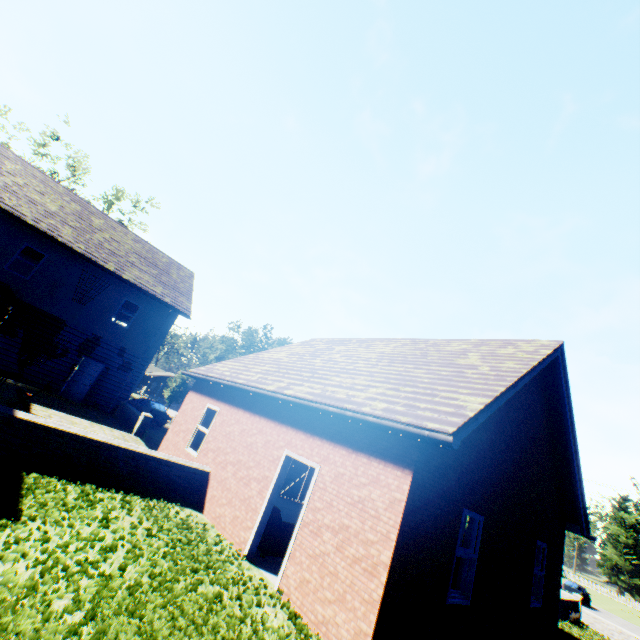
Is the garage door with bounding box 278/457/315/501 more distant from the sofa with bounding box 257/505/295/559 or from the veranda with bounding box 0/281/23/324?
the veranda with bounding box 0/281/23/324

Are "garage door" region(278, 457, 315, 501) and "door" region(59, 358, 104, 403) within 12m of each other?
yes

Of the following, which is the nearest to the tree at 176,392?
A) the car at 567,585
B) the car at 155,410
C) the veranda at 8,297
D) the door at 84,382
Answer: the car at 155,410

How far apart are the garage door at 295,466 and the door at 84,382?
11.3 meters

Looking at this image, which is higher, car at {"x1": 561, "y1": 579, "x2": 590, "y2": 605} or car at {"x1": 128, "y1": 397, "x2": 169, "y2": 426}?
car at {"x1": 128, "y1": 397, "x2": 169, "y2": 426}

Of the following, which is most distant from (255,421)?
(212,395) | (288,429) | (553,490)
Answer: (553,490)

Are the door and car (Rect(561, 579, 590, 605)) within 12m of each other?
no

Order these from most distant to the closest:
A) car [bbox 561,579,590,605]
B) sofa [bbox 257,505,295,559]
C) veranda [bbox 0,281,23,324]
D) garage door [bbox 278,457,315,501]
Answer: car [bbox 561,579,590,605], garage door [bbox 278,457,315,501], veranda [bbox 0,281,23,324], sofa [bbox 257,505,295,559]
